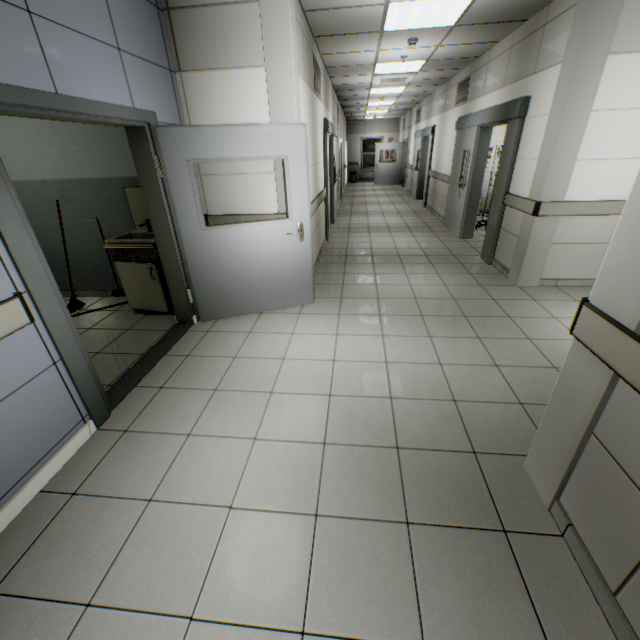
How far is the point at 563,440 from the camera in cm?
165

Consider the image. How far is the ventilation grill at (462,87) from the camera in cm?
683

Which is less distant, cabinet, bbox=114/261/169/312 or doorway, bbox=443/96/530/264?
cabinet, bbox=114/261/169/312

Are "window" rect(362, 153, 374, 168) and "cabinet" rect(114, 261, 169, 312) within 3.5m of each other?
no

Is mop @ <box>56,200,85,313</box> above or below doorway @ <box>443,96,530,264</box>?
below

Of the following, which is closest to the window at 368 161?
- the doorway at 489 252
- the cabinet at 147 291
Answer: the doorway at 489 252

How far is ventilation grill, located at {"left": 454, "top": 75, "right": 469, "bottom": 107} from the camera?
6.83m

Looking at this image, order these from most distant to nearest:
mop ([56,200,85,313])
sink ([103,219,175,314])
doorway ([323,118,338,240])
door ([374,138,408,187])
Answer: door ([374,138,408,187])
doorway ([323,118,338,240])
mop ([56,200,85,313])
sink ([103,219,175,314])
